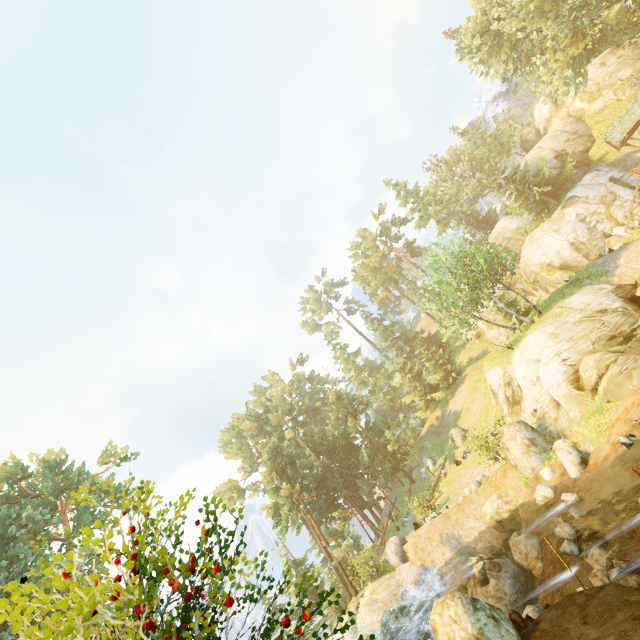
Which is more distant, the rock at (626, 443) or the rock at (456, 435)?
the rock at (456, 435)

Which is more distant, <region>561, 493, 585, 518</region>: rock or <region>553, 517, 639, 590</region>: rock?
<region>561, 493, 585, 518</region>: rock

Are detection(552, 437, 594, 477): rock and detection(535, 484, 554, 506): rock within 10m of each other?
yes

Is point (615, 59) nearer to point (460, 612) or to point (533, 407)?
point (533, 407)

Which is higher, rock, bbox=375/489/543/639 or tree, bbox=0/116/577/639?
tree, bbox=0/116/577/639

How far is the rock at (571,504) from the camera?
12.0m

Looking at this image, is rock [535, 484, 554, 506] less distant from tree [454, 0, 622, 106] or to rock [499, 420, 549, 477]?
rock [499, 420, 549, 477]

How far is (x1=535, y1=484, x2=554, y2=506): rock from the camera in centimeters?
1476cm
